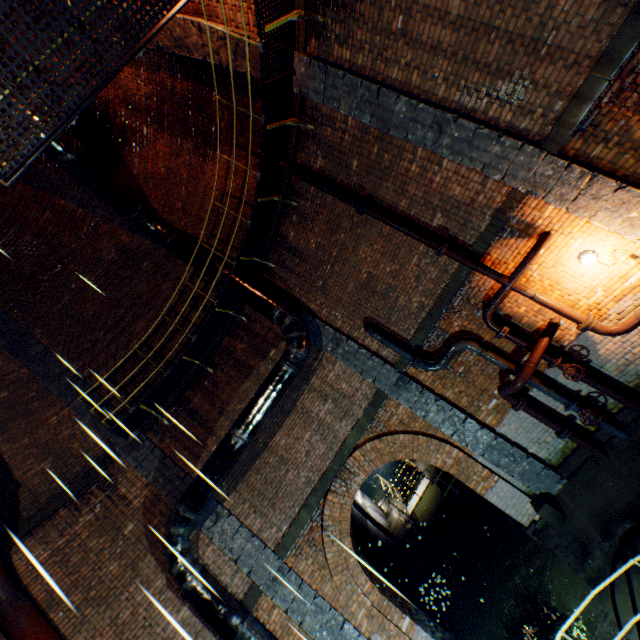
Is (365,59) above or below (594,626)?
above

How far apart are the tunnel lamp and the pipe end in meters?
0.9 m

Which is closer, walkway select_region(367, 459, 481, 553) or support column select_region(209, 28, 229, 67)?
support column select_region(209, 28, 229, 67)

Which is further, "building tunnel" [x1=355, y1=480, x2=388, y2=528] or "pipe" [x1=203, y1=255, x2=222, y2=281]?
"building tunnel" [x1=355, y1=480, x2=388, y2=528]

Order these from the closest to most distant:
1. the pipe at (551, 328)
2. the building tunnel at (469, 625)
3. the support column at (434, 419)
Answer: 1. the pipe at (551, 328)
2. the support column at (434, 419)
3. the building tunnel at (469, 625)

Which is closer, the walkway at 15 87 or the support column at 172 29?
the walkway at 15 87

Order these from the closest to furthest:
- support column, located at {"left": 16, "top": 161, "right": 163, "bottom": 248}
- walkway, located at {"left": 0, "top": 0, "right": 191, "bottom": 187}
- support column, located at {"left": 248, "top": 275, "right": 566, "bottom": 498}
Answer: walkway, located at {"left": 0, "top": 0, "right": 191, "bottom": 187} < support column, located at {"left": 248, "top": 275, "right": 566, "bottom": 498} < support column, located at {"left": 16, "top": 161, "right": 163, "bottom": 248}

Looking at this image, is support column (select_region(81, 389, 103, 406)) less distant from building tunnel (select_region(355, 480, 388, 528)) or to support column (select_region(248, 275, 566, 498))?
building tunnel (select_region(355, 480, 388, 528))
